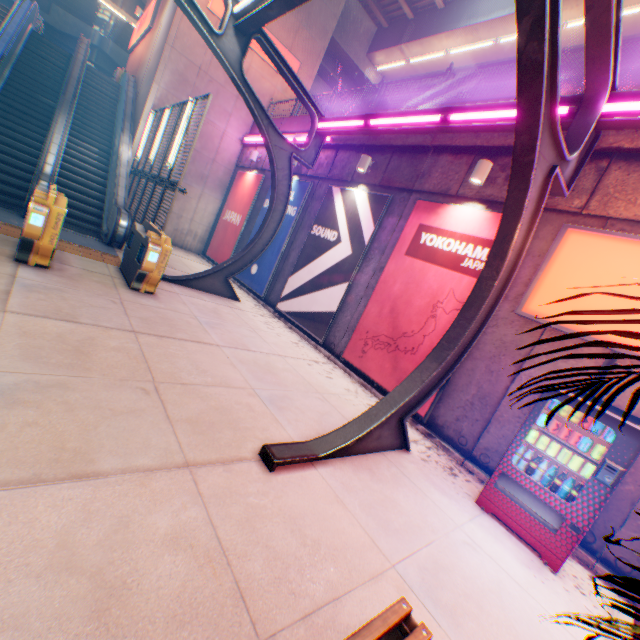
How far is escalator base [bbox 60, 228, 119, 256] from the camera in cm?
873

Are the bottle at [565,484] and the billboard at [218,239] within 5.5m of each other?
no

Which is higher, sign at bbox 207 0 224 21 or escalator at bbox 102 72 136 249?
sign at bbox 207 0 224 21

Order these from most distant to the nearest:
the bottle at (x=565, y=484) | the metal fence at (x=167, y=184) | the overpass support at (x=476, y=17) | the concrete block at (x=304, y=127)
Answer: the overpass support at (x=476, y=17)
the concrete block at (x=304, y=127)
the metal fence at (x=167, y=184)
the bottle at (x=565, y=484)

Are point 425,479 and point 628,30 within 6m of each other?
no

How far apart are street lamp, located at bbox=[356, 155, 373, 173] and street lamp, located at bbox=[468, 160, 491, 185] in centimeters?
325cm

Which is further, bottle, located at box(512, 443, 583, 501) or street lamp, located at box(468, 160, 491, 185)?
street lamp, located at box(468, 160, 491, 185)

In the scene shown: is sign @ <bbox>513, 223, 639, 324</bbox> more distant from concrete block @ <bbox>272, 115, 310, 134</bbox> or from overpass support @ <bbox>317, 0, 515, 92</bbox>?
overpass support @ <bbox>317, 0, 515, 92</bbox>
